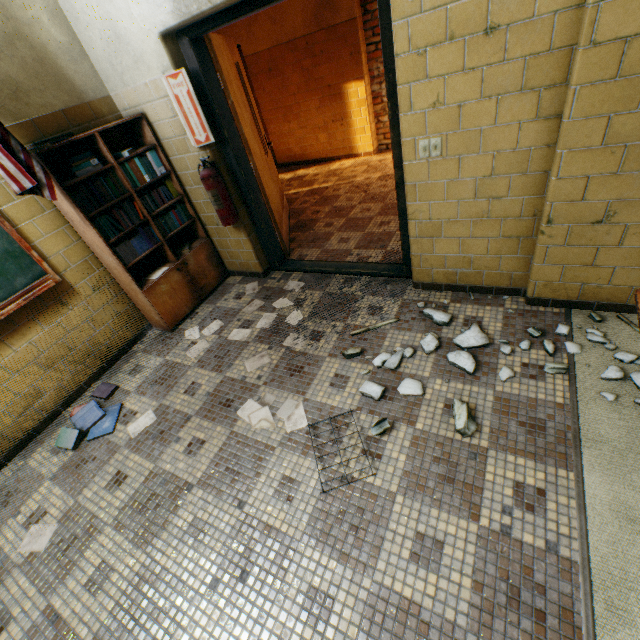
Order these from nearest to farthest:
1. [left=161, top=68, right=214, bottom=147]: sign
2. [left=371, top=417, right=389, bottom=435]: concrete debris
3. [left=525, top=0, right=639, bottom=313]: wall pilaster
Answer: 1. [left=525, top=0, right=639, bottom=313]: wall pilaster
2. [left=371, top=417, right=389, bottom=435]: concrete debris
3. [left=161, top=68, right=214, bottom=147]: sign

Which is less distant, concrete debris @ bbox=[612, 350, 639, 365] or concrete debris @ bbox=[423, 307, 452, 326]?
concrete debris @ bbox=[612, 350, 639, 365]

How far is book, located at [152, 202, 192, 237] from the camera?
3.2m

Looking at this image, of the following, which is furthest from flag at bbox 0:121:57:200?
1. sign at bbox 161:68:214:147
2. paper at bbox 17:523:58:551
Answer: paper at bbox 17:523:58:551

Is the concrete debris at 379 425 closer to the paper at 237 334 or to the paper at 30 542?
the paper at 237 334

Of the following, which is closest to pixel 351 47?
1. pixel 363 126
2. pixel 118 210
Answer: pixel 363 126

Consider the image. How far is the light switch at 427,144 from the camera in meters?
2.1 m

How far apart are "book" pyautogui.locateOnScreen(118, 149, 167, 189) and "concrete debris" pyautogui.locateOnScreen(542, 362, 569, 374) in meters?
3.4 m
